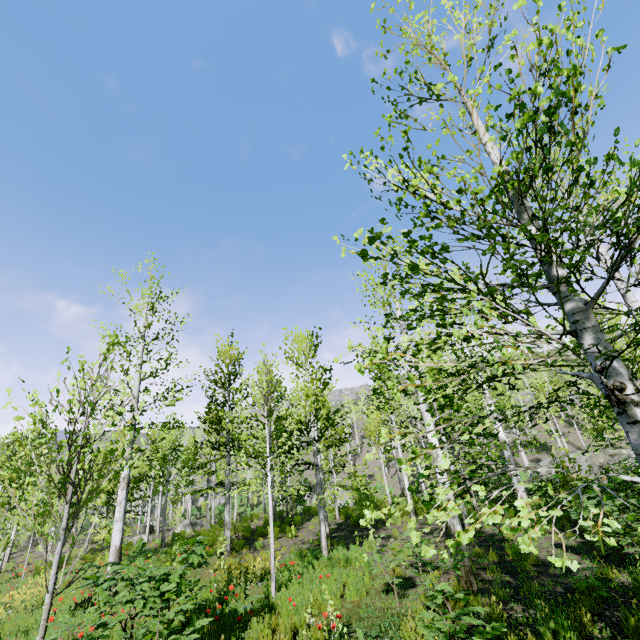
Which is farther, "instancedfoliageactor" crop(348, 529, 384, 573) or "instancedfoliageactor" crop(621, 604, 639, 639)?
"instancedfoliageactor" crop(348, 529, 384, 573)

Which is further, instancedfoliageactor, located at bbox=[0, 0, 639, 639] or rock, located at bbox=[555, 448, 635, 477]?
rock, located at bbox=[555, 448, 635, 477]

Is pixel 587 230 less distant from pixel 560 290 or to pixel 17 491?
pixel 560 290

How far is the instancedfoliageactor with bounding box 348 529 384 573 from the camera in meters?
6.7 m

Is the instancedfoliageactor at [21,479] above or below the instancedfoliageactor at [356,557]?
above

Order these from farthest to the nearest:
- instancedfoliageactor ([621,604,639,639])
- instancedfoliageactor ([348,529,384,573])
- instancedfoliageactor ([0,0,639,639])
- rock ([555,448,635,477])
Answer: rock ([555,448,635,477]) → instancedfoliageactor ([348,529,384,573]) → instancedfoliageactor ([621,604,639,639]) → instancedfoliageactor ([0,0,639,639])

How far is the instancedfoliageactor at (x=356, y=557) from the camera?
6.70m
